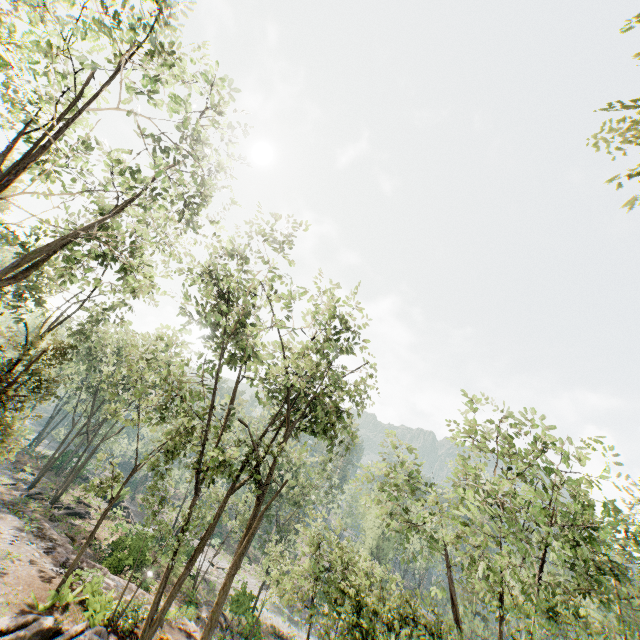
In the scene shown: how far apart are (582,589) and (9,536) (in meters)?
27.10

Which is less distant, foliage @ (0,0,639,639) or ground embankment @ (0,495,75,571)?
foliage @ (0,0,639,639)

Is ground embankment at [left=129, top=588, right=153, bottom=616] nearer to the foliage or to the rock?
the rock

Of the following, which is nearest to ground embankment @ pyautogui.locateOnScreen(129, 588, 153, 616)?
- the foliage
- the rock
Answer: the rock

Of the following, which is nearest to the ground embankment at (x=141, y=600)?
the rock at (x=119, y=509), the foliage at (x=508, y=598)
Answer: the rock at (x=119, y=509)

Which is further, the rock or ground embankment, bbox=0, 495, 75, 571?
the rock

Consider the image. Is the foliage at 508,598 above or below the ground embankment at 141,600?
above
